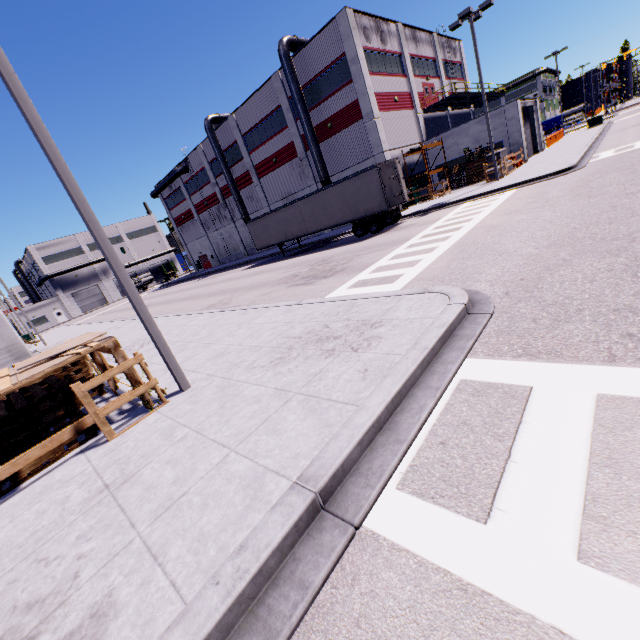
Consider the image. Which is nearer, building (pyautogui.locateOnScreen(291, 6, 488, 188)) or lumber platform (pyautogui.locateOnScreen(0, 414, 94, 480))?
lumber platform (pyautogui.locateOnScreen(0, 414, 94, 480))

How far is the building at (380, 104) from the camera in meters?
25.2 m

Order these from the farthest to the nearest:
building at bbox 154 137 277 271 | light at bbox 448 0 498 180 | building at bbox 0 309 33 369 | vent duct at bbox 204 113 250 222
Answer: building at bbox 154 137 277 271 < vent duct at bbox 204 113 250 222 < light at bbox 448 0 498 180 < building at bbox 0 309 33 369

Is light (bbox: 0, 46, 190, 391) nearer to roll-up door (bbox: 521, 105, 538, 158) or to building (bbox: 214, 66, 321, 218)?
building (bbox: 214, 66, 321, 218)

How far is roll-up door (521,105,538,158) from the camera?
29.38m

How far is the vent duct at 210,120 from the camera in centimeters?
3594cm

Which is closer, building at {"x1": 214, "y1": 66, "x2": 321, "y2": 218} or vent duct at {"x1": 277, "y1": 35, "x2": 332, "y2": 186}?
vent duct at {"x1": 277, "y1": 35, "x2": 332, "y2": 186}

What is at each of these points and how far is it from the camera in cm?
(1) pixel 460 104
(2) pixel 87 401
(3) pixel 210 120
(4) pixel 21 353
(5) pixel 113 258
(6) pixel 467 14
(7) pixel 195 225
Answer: (1) balcony, 3731
(2) fence, 552
(3) vent duct, 3584
(4) building, 993
(5) light, 585
(6) light, 1884
(7) building, 5012
